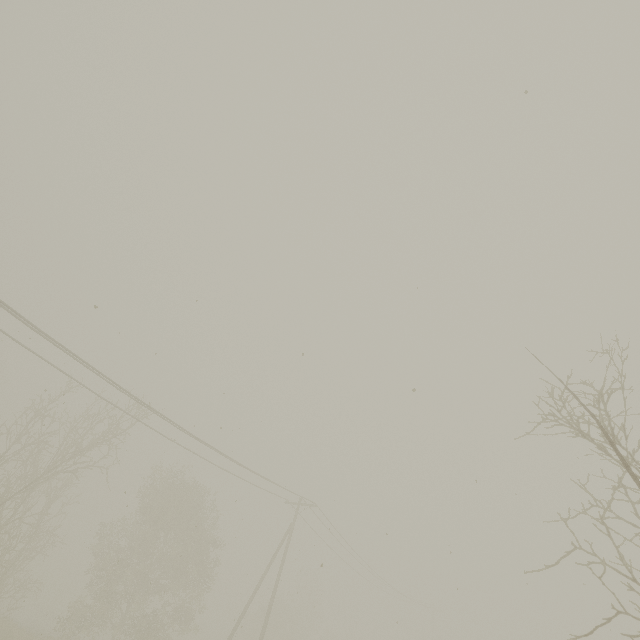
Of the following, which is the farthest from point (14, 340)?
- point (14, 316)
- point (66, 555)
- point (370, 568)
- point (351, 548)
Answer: point (66, 555)
